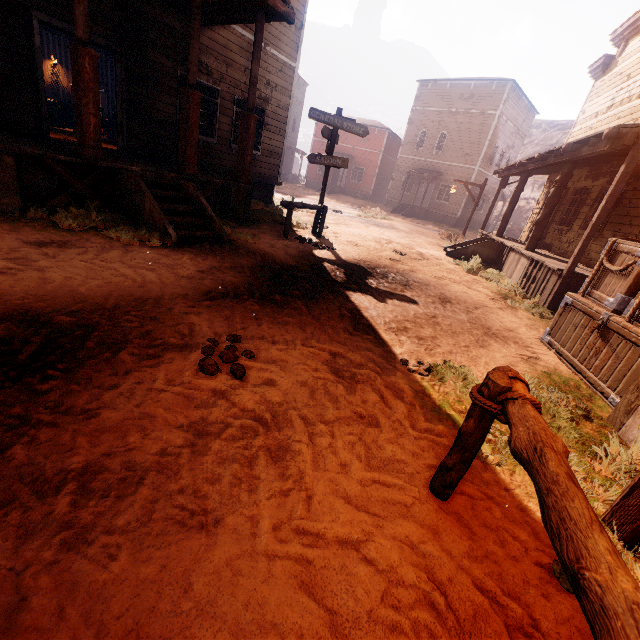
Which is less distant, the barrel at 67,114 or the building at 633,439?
the building at 633,439

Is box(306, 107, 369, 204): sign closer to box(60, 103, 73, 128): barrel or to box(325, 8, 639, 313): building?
box(325, 8, 639, 313): building

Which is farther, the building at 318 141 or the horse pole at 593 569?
the building at 318 141

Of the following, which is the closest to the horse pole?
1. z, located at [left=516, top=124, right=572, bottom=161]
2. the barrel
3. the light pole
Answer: the light pole

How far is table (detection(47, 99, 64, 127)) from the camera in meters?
13.7

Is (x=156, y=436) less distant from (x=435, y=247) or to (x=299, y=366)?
(x=299, y=366)

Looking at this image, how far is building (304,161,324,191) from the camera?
33.5m

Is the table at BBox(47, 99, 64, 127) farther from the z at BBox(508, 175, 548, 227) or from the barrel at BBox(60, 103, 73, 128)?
the z at BBox(508, 175, 548, 227)
